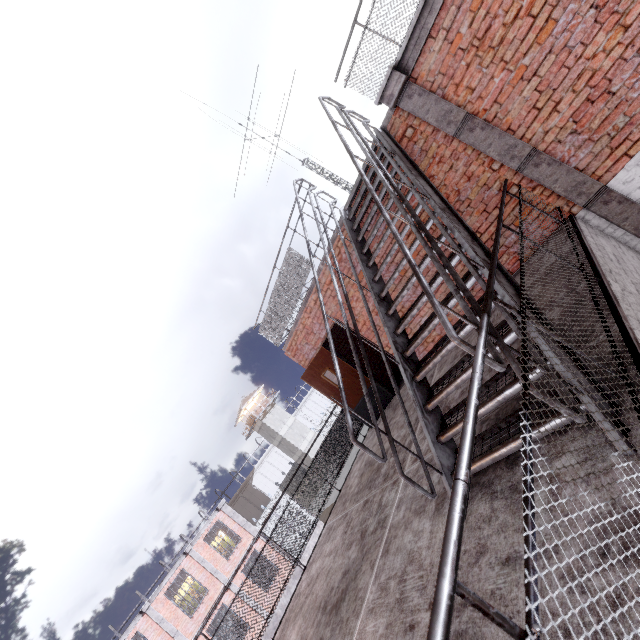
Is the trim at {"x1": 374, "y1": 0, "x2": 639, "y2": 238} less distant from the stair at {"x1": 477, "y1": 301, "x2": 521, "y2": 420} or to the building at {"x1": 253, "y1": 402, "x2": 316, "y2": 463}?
the stair at {"x1": 477, "y1": 301, "x2": 521, "y2": 420}

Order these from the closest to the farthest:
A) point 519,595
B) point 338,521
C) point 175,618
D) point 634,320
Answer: point 519,595
point 634,320
point 338,521
point 175,618

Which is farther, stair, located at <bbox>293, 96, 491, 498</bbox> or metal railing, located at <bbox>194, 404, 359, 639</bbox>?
metal railing, located at <bbox>194, 404, 359, 639</bbox>

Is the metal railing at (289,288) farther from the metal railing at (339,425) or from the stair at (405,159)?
the metal railing at (339,425)

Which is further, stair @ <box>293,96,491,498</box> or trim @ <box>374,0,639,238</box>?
trim @ <box>374,0,639,238</box>

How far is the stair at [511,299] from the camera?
2.37m

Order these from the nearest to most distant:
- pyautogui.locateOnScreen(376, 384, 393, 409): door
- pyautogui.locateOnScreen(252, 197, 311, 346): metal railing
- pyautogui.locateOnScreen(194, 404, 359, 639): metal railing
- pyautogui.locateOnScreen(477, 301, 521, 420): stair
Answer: pyautogui.locateOnScreen(477, 301, 521, 420): stair, pyautogui.locateOnScreen(194, 404, 359, 639): metal railing, pyautogui.locateOnScreen(252, 197, 311, 346): metal railing, pyautogui.locateOnScreen(376, 384, 393, 409): door

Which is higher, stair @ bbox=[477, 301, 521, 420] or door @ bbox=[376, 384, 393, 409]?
stair @ bbox=[477, 301, 521, 420]
